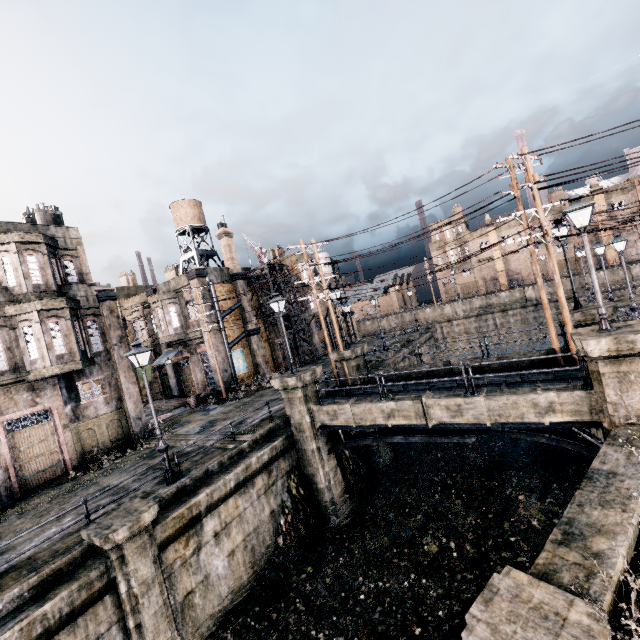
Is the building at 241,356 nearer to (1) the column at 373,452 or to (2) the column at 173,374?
(2) the column at 173,374

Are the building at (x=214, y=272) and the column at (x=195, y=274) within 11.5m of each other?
yes

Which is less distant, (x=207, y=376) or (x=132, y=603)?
(x=132, y=603)

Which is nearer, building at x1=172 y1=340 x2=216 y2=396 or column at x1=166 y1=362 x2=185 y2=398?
building at x1=172 y1=340 x2=216 y2=396

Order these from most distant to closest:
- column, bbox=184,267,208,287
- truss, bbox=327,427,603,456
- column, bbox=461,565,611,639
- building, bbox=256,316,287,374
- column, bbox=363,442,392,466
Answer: building, bbox=256,316,287,374
column, bbox=184,267,208,287
column, bbox=363,442,392,466
truss, bbox=327,427,603,456
column, bbox=461,565,611,639

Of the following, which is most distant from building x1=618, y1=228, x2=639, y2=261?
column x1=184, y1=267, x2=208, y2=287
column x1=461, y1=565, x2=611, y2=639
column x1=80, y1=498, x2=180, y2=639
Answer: column x1=80, y1=498, x2=180, y2=639

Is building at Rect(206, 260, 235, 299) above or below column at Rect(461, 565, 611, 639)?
above

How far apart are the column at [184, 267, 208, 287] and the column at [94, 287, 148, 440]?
8.4 meters
